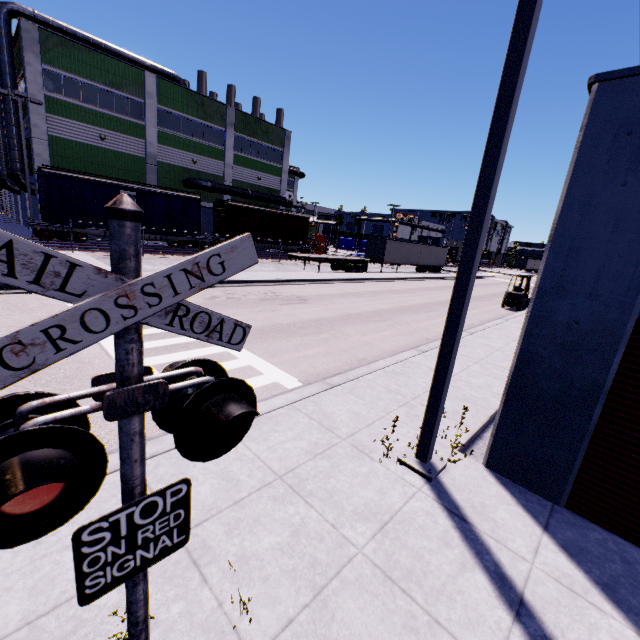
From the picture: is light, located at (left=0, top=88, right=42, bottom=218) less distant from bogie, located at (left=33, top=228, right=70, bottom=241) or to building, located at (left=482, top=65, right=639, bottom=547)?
building, located at (left=482, top=65, right=639, bottom=547)

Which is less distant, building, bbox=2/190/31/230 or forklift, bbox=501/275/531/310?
forklift, bbox=501/275/531/310

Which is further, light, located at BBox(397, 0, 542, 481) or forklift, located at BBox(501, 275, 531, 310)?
forklift, located at BBox(501, 275, 531, 310)

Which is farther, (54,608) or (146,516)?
(54,608)

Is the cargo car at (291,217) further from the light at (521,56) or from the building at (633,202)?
the light at (521,56)

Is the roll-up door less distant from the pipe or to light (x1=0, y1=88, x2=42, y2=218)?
the pipe

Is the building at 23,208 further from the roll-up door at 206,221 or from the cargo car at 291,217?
the cargo car at 291,217

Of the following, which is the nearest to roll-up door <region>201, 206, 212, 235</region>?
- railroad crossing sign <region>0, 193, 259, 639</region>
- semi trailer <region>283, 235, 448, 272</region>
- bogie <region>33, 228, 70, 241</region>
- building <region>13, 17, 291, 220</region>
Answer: building <region>13, 17, 291, 220</region>
